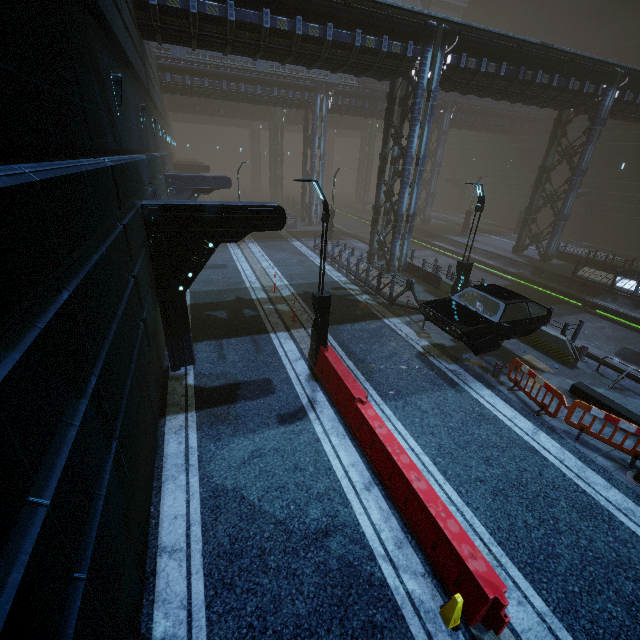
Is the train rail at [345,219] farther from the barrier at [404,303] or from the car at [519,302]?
the barrier at [404,303]

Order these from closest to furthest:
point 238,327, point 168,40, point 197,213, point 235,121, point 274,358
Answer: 1. point 197,213
2. point 274,358
3. point 238,327
4. point 168,40
5. point 235,121

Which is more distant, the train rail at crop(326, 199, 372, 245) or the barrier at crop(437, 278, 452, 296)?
the train rail at crop(326, 199, 372, 245)

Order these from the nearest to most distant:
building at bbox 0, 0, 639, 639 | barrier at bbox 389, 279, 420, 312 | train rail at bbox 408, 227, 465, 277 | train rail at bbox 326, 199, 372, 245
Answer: building at bbox 0, 0, 639, 639 < barrier at bbox 389, 279, 420, 312 < train rail at bbox 408, 227, 465, 277 < train rail at bbox 326, 199, 372, 245

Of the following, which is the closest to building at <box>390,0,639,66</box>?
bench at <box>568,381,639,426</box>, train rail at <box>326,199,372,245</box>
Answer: train rail at <box>326,199,372,245</box>

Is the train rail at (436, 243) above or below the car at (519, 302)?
below

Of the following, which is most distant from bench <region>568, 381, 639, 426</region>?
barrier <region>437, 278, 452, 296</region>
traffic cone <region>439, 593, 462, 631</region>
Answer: traffic cone <region>439, 593, 462, 631</region>

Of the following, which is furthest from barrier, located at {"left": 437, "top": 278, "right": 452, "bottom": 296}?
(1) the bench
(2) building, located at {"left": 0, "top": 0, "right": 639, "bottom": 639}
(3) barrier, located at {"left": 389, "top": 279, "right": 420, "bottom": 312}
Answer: (3) barrier, located at {"left": 389, "top": 279, "right": 420, "bottom": 312}
